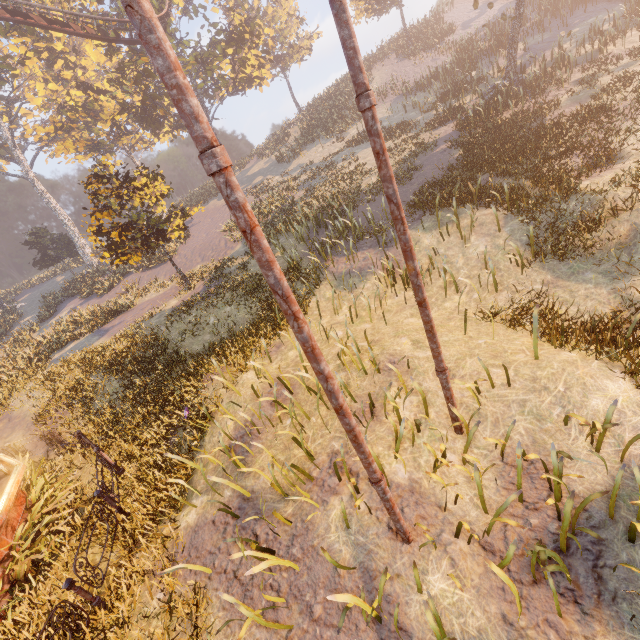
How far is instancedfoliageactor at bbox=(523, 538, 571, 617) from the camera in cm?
360

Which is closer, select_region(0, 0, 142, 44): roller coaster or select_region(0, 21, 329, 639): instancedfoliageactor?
select_region(0, 21, 329, 639): instancedfoliageactor

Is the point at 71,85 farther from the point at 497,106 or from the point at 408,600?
the point at 408,600

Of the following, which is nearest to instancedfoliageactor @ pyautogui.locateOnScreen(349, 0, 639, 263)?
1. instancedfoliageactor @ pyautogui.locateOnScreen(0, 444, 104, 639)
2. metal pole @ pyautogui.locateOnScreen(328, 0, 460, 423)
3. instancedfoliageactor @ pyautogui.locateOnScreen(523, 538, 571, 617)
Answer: metal pole @ pyautogui.locateOnScreen(328, 0, 460, 423)

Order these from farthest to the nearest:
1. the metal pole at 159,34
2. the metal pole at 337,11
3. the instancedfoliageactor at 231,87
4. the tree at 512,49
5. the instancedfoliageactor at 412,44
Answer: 1. the instancedfoliageactor at 231,87
2. the tree at 512,49
3. the instancedfoliageactor at 412,44
4. the metal pole at 337,11
5. the metal pole at 159,34

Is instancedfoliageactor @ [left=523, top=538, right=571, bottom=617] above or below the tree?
below

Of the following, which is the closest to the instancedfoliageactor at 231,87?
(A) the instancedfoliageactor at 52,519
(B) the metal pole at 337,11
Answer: (A) the instancedfoliageactor at 52,519

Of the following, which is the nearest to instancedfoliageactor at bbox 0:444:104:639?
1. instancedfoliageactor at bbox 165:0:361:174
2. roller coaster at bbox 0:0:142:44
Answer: instancedfoliageactor at bbox 165:0:361:174
